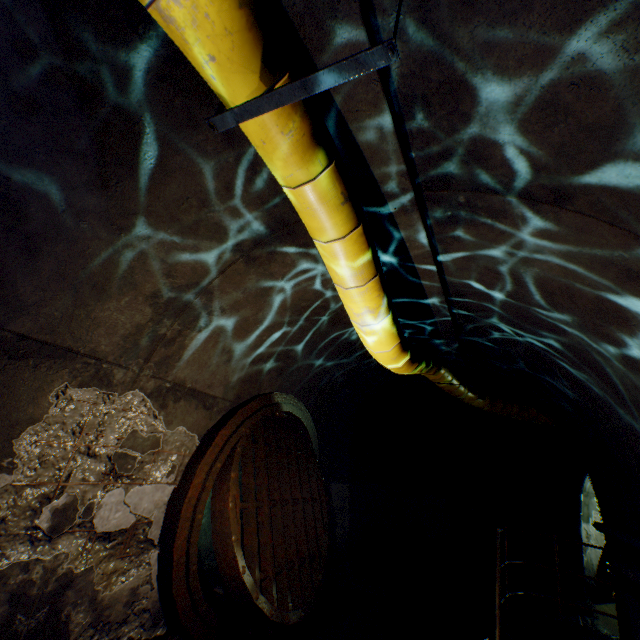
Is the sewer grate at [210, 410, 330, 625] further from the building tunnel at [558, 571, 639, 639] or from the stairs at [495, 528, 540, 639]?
the stairs at [495, 528, 540, 639]

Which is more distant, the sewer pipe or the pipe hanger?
the sewer pipe

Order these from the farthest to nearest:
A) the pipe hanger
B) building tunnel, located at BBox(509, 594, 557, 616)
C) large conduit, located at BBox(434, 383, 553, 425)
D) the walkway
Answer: building tunnel, located at BBox(509, 594, 557, 616)
large conduit, located at BBox(434, 383, 553, 425)
the walkway
the pipe hanger

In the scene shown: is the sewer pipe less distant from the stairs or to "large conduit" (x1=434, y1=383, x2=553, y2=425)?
"large conduit" (x1=434, y1=383, x2=553, y2=425)

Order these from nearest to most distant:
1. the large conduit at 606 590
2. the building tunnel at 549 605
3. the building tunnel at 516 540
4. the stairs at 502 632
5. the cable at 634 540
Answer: the cable at 634 540 < the stairs at 502 632 < the building tunnel at 549 605 < the building tunnel at 516 540 < the large conduit at 606 590

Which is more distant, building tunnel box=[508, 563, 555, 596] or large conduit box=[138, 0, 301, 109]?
building tunnel box=[508, 563, 555, 596]

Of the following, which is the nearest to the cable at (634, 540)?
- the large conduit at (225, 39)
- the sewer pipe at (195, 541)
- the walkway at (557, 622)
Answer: the walkway at (557, 622)

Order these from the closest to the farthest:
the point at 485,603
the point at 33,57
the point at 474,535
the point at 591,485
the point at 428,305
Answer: the point at 33,57 → the point at 428,305 → the point at 591,485 → the point at 485,603 → the point at 474,535
